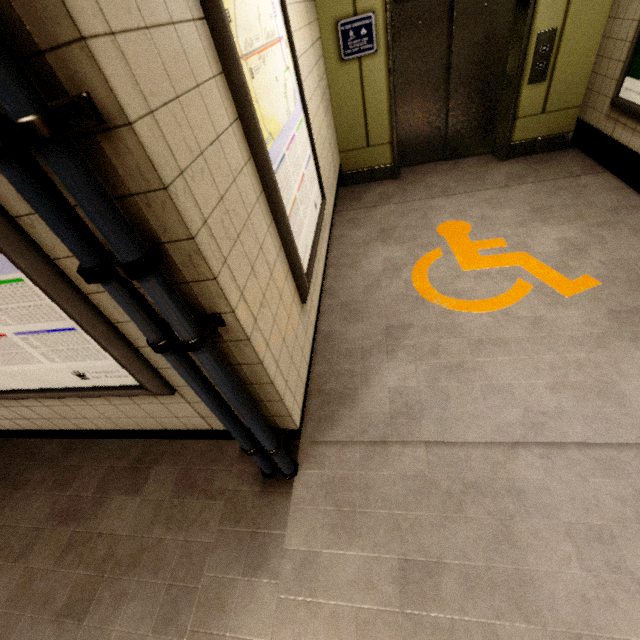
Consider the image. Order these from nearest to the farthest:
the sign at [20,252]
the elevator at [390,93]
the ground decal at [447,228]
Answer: Answer: the sign at [20,252] → the ground decal at [447,228] → the elevator at [390,93]

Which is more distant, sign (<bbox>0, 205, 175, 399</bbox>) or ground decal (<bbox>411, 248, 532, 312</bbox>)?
ground decal (<bbox>411, 248, 532, 312</bbox>)

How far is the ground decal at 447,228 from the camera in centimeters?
243cm

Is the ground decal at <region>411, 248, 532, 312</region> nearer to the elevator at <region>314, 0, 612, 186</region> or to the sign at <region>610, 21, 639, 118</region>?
the sign at <region>610, 21, 639, 118</region>

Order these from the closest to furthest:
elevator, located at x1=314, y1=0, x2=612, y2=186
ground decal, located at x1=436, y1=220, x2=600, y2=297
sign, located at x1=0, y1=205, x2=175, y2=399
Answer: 1. sign, located at x1=0, y1=205, x2=175, y2=399
2. ground decal, located at x1=436, y1=220, x2=600, y2=297
3. elevator, located at x1=314, y1=0, x2=612, y2=186

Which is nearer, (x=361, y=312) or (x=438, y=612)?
(x=438, y=612)

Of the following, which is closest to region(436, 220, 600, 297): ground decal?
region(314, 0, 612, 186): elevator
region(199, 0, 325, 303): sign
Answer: region(199, 0, 325, 303): sign

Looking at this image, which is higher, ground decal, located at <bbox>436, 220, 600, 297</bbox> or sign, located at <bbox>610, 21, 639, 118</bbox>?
sign, located at <bbox>610, 21, 639, 118</bbox>
